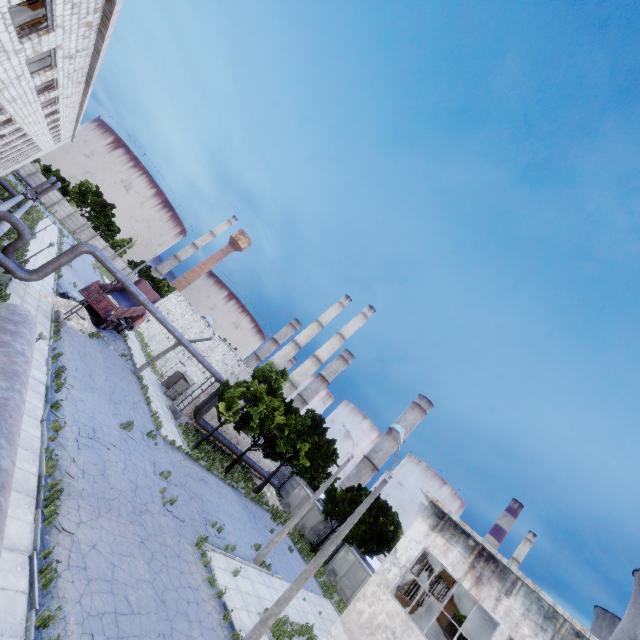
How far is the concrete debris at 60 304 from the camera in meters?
23.9 m

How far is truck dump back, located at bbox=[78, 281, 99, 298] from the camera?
27.4 meters

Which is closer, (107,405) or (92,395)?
(92,395)

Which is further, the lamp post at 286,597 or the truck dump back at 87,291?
the truck dump back at 87,291

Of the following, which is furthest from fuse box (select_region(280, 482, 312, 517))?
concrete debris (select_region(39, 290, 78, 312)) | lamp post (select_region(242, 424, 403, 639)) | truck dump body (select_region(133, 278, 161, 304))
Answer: concrete debris (select_region(39, 290, 78, 312))

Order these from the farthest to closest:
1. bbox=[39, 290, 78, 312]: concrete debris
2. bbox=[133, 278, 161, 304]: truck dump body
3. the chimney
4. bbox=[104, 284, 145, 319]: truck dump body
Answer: the chimney
bbox=[133, 278, 161, 304]: truck dump body
bbox=[104, 284, 145, 319]: truck dump body
bbox=[39, 290, 78, 312]: concrete debris

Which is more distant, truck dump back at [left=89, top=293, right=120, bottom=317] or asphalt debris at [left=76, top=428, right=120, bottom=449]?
truck dump back at [left=89, top=293, right=120, bottom=317]

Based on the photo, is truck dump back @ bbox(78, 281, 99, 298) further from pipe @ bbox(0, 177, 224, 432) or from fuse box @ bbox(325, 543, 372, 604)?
fuse box @ bbox(325, 543, 372, 604)
